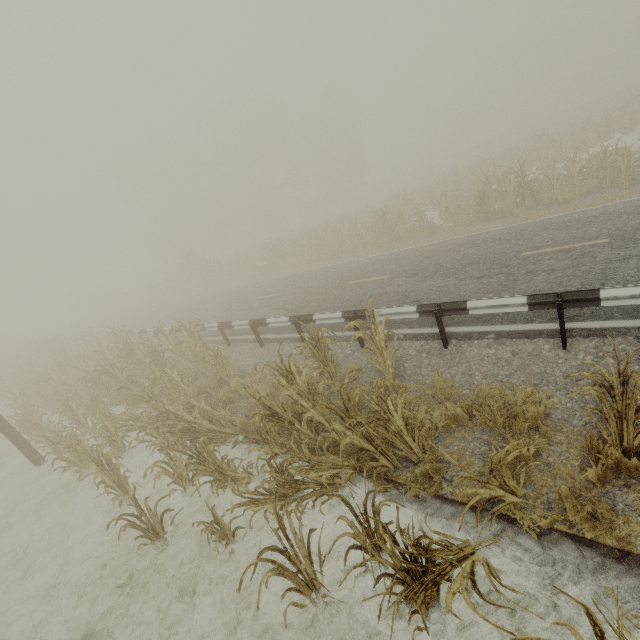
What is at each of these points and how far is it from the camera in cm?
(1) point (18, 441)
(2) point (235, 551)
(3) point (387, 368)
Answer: (1) utility pole, 944
(2) tree, 493
(3) tree, 623

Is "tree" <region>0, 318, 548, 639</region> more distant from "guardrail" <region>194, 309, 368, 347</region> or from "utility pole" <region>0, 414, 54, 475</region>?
"guardrail" <region>194, 309, 368, 347</region>

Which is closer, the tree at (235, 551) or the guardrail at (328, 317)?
the tree at (235, 551)

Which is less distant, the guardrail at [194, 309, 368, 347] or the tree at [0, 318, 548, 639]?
the tree at [0, 318, 548, 639]

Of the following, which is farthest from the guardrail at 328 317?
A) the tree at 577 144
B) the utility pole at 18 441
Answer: the utility pole at 18 441

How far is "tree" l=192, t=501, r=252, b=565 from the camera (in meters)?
4.54
